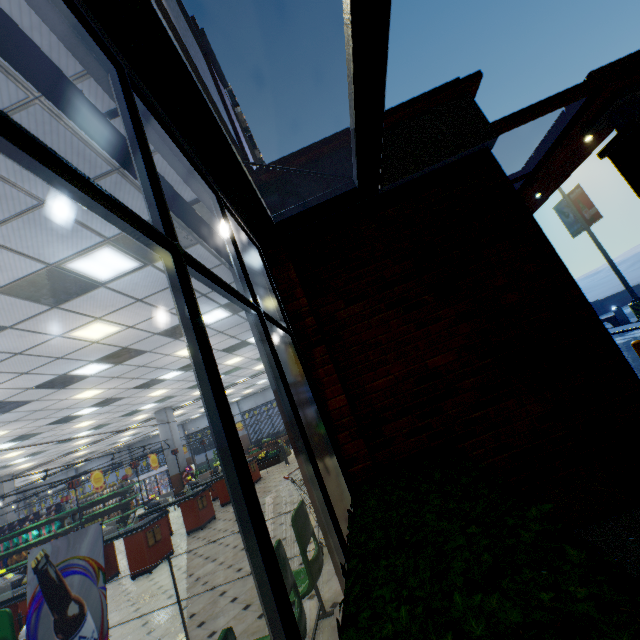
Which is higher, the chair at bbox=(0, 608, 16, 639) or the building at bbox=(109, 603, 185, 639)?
the chair at bbox=(0, 608, 16, 639)

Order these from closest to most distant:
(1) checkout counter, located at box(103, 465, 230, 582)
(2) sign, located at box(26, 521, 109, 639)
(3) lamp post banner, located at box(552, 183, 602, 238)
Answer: (2) sign, located at box(26, 521, 109, 639)
(1) checkout counter, located at box(103, 465, 230, 582)
(3) lamp post banner, located at box(552, 183, 602, 238)

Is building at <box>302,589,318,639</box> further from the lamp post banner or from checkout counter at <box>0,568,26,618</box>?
the lamp post banner

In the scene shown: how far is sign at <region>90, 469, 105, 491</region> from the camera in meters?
11.9

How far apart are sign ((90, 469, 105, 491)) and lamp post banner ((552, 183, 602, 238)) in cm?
2455

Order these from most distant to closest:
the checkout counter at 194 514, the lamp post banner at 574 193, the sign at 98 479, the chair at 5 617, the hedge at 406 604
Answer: the lamp post banner at 574 193 → the sign at 98 479 → the checkout counter at 194 514 → the chair at 5 617 → the hedge at 406 604

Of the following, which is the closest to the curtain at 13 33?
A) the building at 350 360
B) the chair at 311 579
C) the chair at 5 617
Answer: the building at 350 360

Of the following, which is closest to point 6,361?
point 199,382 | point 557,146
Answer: point 199,382
